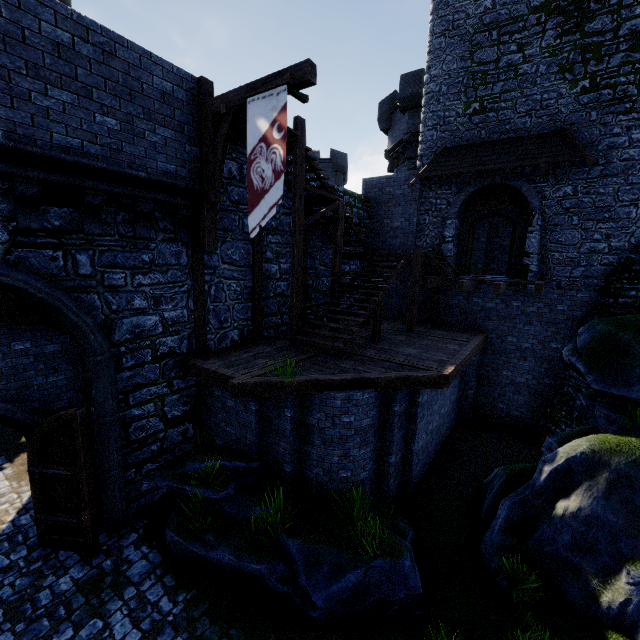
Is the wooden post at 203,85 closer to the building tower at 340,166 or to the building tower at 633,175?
the building tower at 633,175

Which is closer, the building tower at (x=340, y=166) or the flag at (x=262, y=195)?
the flag at (x=262, y=195)

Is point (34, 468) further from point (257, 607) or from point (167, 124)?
point (167, 124)

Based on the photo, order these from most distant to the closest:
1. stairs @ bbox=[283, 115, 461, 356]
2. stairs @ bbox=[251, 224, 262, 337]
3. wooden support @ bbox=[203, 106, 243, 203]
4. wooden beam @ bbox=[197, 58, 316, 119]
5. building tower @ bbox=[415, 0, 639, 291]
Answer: building tower @ bbox=[415, 0, 639, 291] < stairs @ bbox=[251, 224, 262, 337] < stairs @ bbox=[283, 115, 461, 356] < wooden support @ bbox=[203, 106, 243, 203] < wooden beam @ bbox=[197, 58, 316, 119]

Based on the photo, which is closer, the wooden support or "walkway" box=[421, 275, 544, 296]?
the wooden support

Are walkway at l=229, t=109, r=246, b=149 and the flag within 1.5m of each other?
yes

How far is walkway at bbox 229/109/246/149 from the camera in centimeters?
743cm

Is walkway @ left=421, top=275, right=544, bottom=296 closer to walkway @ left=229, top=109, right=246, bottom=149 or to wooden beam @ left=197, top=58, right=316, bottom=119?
walkway @ left=229, top=109, right=246, bottom=149
